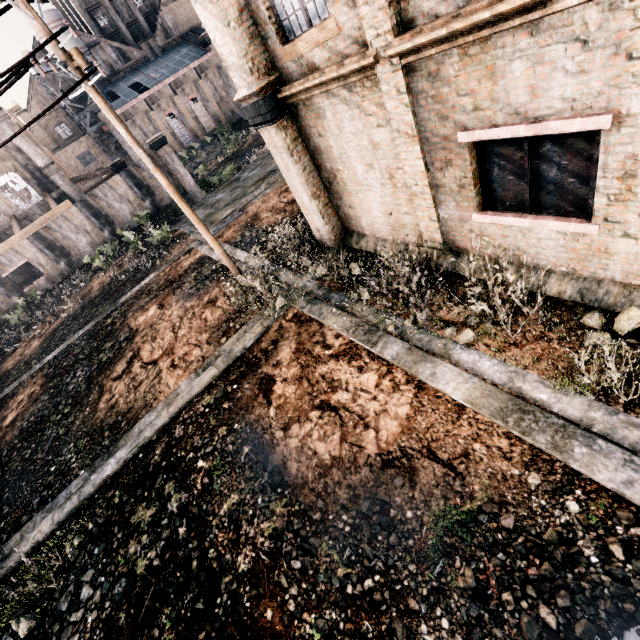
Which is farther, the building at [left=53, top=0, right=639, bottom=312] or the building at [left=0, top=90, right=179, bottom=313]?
the building at [left=0, top=90, right=179, bottom=313]

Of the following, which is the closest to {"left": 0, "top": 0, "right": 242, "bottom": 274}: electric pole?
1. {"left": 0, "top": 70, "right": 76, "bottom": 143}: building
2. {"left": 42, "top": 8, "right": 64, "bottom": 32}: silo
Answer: {"left": 0, "top": 70, "right": 76, "bottom": 143}: building

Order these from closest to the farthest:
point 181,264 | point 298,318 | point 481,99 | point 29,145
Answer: point 481,99, point 298,318, point 181,264, point 29,145

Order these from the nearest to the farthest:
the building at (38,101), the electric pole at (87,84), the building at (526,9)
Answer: the building at (526,9) → the electric pole at (87,84) → the building at (38,101)

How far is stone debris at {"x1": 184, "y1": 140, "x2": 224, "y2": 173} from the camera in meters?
47.5 m

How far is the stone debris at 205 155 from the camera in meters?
47.5 m

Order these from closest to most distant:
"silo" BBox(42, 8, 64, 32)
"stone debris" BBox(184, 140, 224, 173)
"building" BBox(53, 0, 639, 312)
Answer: →
1. "building" BBox(53, 0, 639, 312)
2. "silo" BBox(42, 8, 64, 32)
3. "stone debris" BBox(184, 140, 224, 173)

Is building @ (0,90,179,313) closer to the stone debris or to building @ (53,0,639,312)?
the stone debris
